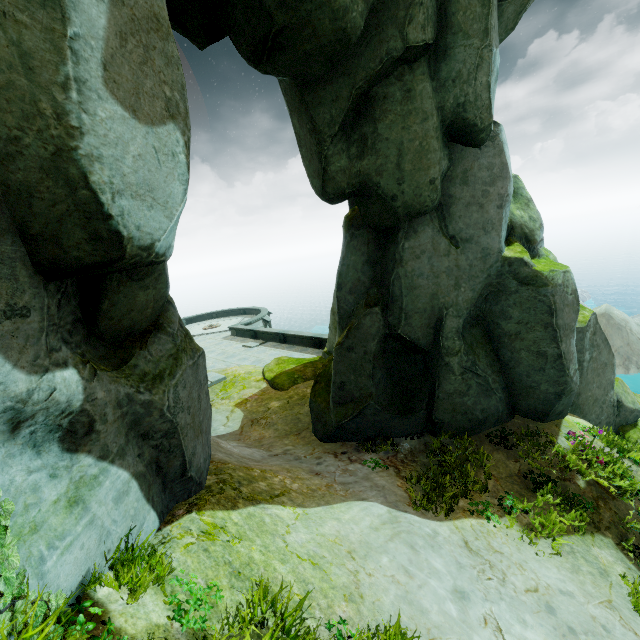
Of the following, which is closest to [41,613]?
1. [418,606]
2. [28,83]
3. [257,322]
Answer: [28,83]
